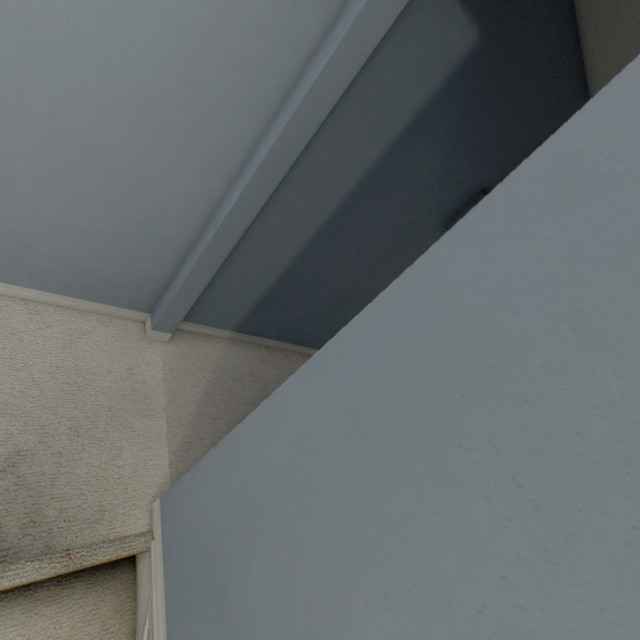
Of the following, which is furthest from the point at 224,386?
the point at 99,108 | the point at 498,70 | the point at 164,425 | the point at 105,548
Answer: the point at 498,70
